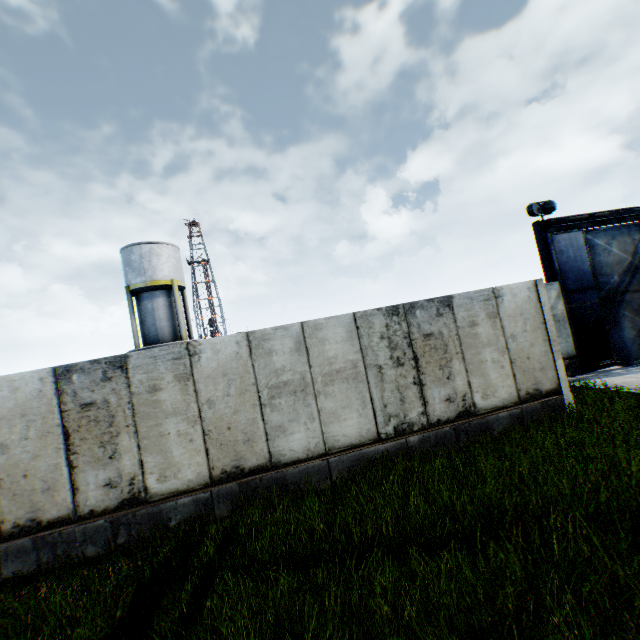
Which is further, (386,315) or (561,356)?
(561,356)

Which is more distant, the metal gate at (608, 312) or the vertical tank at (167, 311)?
the vertical tank at (167, 311)

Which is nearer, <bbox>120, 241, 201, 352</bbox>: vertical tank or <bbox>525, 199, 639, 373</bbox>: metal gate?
<bbox>525, 199, 639, 373</bbox>: metal gate

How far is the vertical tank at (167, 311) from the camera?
23.0m

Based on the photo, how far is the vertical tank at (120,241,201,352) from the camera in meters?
23.0 m

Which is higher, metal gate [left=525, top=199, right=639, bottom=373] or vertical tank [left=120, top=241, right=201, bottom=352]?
vertical tank [left=120, top=241, right=201, bottom=352]
